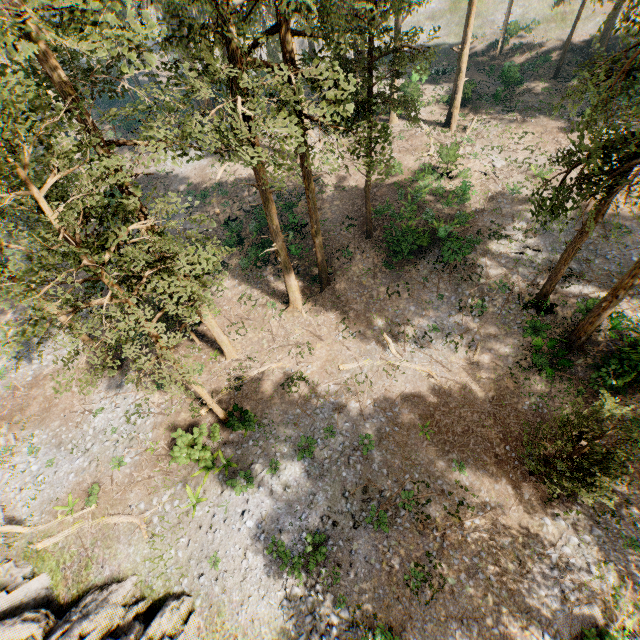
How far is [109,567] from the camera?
17.0 meters

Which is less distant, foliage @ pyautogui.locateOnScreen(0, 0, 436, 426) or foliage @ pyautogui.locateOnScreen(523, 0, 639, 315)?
foliage @ pyautogui.locateOnScreen(0, 0, 436, 426)

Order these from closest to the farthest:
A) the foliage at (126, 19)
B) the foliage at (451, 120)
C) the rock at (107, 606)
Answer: the foliage at (126, 19) → the rock at (107, 606) → the foliage at (451, 120)

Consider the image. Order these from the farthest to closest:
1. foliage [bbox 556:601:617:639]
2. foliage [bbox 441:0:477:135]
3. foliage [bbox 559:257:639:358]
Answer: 1. foliage [bbox 441:0:477:135]
2. foliage [bbox 559:257:639:358]
3. foliage [bbox 556:601:617:639]

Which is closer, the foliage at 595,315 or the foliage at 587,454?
the foliage at 587,454

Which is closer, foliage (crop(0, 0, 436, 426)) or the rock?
foliage (crop(0, 0, 436, 426))
